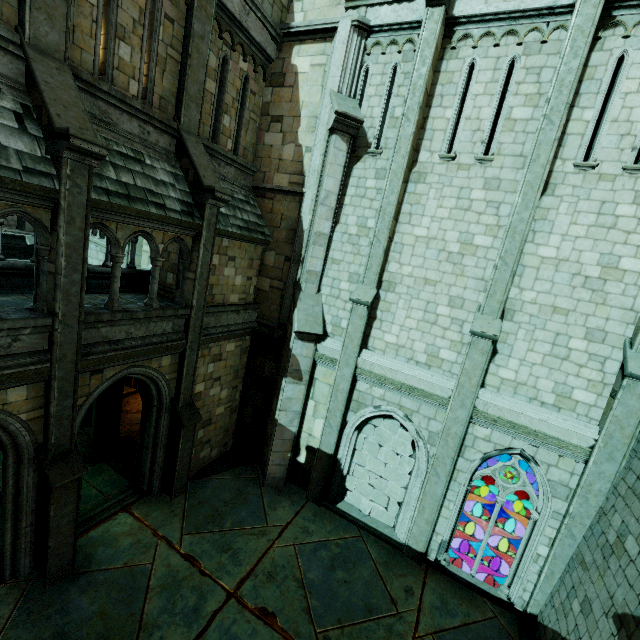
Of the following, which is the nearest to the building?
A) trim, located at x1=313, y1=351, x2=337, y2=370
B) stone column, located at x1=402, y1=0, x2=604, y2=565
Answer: trim, located at x1=313, y1=351, x2=337, y2=370

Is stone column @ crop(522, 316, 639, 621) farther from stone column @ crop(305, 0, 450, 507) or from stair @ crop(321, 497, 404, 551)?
stone column @ crop(305, 0, 450, 507)

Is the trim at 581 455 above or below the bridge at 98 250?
below

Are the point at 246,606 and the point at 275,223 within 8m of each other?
no

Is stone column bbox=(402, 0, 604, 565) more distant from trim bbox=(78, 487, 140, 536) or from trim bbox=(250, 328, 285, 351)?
trim bbox=(78, 487, 140, 536)

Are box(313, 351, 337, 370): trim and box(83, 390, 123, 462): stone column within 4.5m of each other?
no

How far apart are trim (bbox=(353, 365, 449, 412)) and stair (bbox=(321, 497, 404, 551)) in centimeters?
448cm

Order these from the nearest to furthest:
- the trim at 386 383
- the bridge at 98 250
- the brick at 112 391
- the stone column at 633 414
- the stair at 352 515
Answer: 1. the stone column at 633 414
2. the trim at 386 383
3. the stair at 352 515
4. the brick at 112 391
5. the bridge at 98 250
